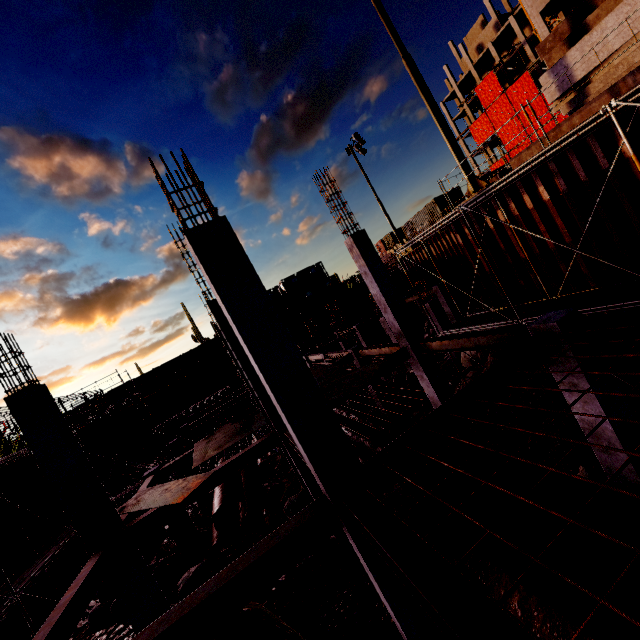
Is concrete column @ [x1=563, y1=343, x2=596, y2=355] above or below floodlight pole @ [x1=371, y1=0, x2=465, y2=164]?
below

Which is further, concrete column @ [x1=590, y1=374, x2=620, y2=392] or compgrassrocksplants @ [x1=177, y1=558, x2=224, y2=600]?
compgrassrocksplants @ [x1=177, y1=558, x2=224, y2=600]

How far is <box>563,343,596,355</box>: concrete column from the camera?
5.83m

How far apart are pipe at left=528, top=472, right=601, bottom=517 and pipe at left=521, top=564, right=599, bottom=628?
0.14m

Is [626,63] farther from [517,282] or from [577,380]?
[577,380]

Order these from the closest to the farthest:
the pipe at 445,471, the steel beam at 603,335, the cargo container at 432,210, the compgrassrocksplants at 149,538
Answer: the steel beam at 603,335 → the pipe at 445,471 → the compgrassrocksplants at 149,538 → the cargo container at 432,210

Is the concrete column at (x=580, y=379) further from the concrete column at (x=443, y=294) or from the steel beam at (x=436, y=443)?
the concrete column at (x=443, y=294)

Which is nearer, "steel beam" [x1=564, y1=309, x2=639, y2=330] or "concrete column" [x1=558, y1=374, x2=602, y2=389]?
"steel beam" [x1=564, y1=309, x2=639, y2=330]
